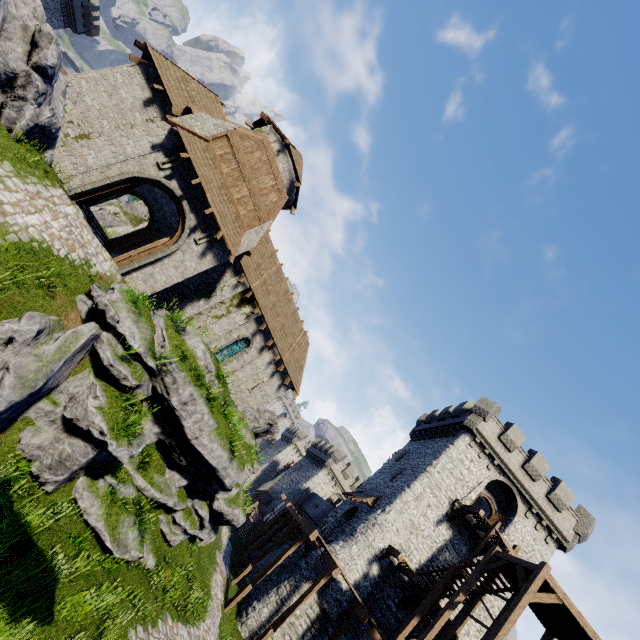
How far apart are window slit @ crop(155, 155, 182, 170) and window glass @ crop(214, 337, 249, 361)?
10.9 meters

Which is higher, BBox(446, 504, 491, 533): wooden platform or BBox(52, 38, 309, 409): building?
BBox(446, 504, 491, 533): wooden platform

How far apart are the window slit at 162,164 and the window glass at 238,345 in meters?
10.9

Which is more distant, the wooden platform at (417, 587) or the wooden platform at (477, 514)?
the wooden platform at (477, 514)

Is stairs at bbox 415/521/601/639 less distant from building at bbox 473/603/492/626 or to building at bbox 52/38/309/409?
building at bbox 473/603/492/626

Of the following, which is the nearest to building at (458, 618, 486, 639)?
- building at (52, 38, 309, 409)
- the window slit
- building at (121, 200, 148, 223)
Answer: building at (52, 38, 309, 409)

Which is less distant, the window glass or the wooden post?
the wooden post

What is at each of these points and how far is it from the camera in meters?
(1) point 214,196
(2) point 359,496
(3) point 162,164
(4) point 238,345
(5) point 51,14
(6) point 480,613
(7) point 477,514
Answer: (1) awning, 15.0 m
(2) awning, 26.5 m
(3) window slit, 14.0 m
(4) window glass, 22.0 m
(5) building, 39.5 m
(6) building, 20.7 m
(7) wooden platform, 21.0 m
